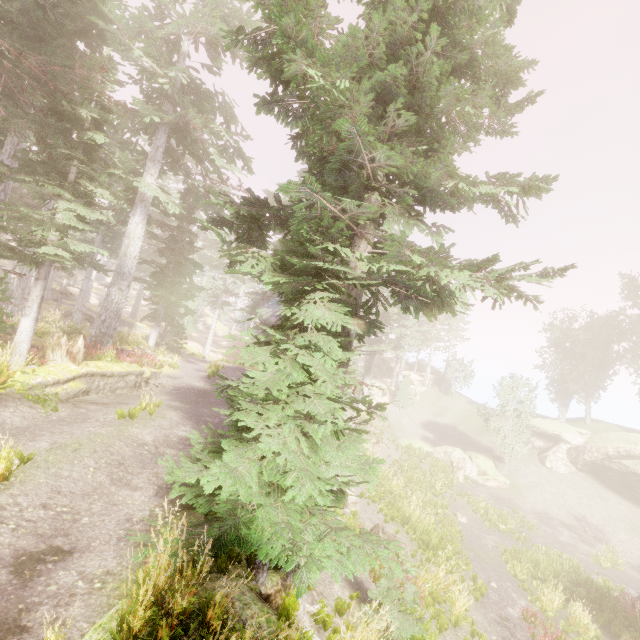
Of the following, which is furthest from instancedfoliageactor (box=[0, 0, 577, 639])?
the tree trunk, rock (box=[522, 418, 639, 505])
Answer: the tree trunk

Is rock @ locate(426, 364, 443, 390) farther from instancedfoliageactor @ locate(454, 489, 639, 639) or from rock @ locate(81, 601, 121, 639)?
rock @ locate(81, 601, 121, 639)

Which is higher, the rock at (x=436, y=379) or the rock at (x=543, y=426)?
the rock at (x=436, y=379)

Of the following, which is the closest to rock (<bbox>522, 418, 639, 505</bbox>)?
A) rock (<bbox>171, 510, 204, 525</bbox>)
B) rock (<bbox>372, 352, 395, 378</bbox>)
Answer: rock (<bbox>372, 352, 395, 378</bbox>)

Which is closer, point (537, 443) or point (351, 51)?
point (351, 51)

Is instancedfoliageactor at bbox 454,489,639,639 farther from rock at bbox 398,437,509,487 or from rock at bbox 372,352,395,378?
rock at bbox 398,437,509,487

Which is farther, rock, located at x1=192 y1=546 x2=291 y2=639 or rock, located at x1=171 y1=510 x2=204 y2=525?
rock, located at x1=171 y1=510 x2=204 y2=525

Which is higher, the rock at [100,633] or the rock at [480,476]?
the rock at [100,633]
